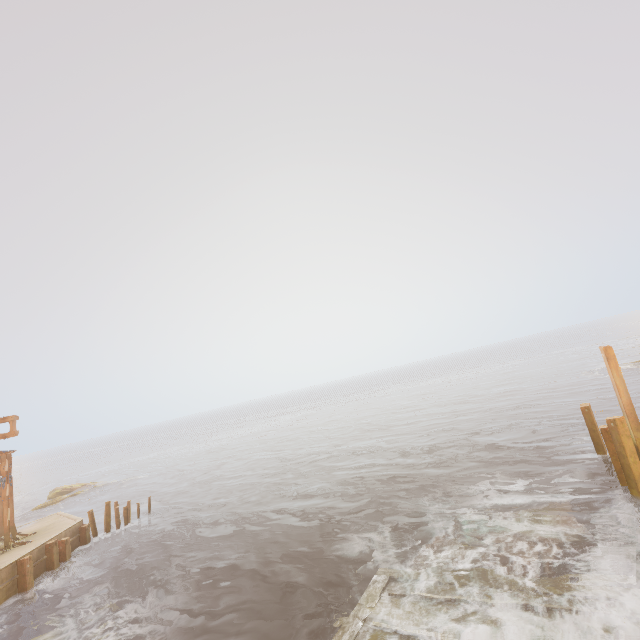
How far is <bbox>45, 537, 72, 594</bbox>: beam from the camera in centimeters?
1638cm

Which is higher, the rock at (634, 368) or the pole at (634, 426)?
the pole at (634, 426)

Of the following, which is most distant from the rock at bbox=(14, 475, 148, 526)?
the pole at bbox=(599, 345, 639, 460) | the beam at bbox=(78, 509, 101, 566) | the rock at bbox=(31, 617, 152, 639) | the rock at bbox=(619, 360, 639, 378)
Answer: the rock at bbox=(619, 360, 639, 378)

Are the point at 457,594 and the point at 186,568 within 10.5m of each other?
no

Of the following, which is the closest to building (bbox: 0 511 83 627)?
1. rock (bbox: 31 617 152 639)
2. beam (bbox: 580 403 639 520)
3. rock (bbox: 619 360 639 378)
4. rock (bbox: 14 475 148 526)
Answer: rock (bbox: 31 617 152 639)

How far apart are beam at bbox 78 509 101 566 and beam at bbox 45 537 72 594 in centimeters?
219cm

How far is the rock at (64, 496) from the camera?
Answer: 34.3 meters

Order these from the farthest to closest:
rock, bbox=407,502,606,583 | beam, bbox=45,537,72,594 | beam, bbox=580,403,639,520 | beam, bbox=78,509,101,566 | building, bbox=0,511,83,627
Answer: beam, bbox=78,509,101,566, beam, bbox=45,537,72,594, building, bbox=0,511,83,627, beam, bbox=580,403,639,520, rock, bbox=407,502,606,583
